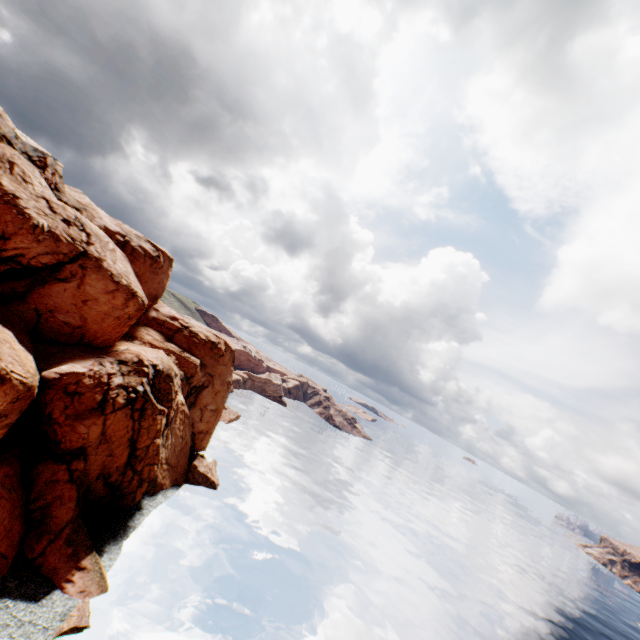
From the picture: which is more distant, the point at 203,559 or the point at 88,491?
the point at 203,559
